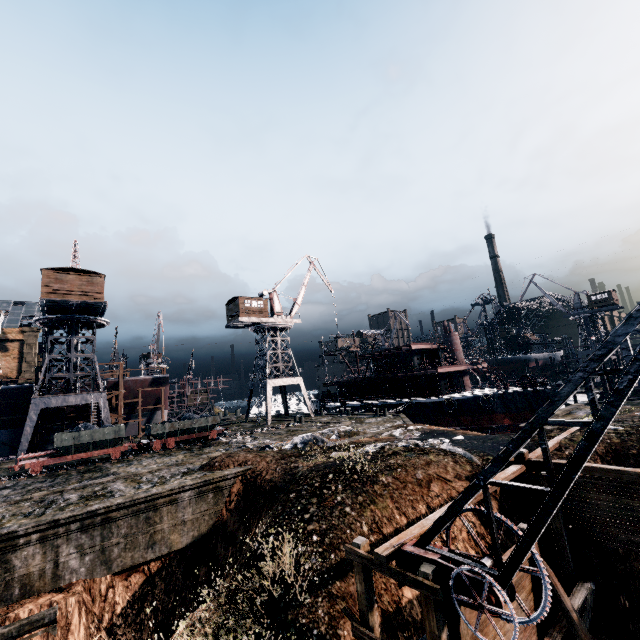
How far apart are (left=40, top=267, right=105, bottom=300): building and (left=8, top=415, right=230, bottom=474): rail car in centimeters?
1283cm

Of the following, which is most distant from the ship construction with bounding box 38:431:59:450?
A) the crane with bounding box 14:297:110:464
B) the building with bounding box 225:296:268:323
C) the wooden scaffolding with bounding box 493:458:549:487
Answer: the wooden scaffolding with bounding box 493:458:549:487

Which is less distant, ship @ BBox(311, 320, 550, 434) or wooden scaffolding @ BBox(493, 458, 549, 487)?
wooden scaffolding @ BBox(493, 458, 549, 487)

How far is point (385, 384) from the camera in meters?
47.3 m

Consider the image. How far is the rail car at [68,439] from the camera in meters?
24.2

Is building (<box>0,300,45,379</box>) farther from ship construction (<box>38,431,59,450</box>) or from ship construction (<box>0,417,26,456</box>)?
ship construction (<box>38,431,59,450</box>)

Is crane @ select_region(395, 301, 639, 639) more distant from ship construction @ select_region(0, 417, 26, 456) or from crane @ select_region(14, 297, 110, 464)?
ship construction @ select_region(0, 417, 26, 456)

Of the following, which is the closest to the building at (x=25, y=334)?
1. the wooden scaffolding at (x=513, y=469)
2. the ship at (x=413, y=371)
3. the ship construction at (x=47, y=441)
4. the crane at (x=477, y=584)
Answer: the crane at (x=477, y=584)
